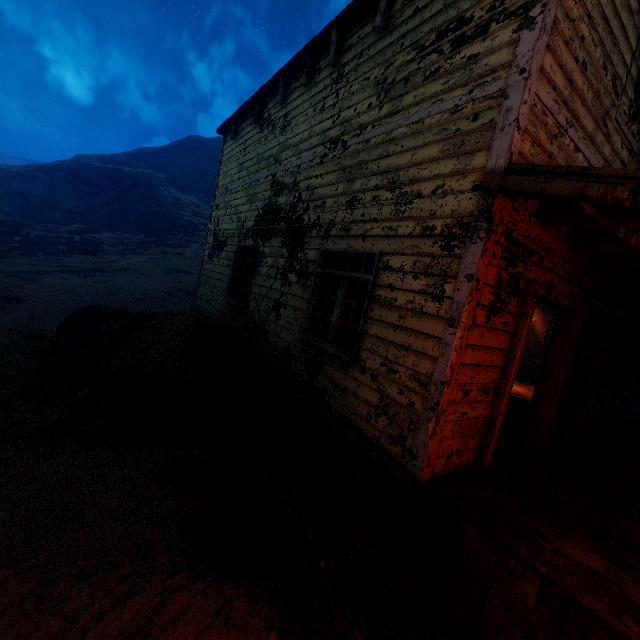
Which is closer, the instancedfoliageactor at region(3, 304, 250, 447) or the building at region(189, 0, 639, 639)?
the building at region(189, 0, 639, 639)

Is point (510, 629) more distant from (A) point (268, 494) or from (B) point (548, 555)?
(A) point (268, 494)

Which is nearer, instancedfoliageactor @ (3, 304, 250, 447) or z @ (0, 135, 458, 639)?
z @ (0, 135, 458, 639)

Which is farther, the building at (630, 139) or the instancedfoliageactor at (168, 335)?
the instancedfoliageactor at (168, 335)

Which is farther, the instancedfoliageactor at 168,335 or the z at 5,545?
the instancedfoliageactor at 168,335
